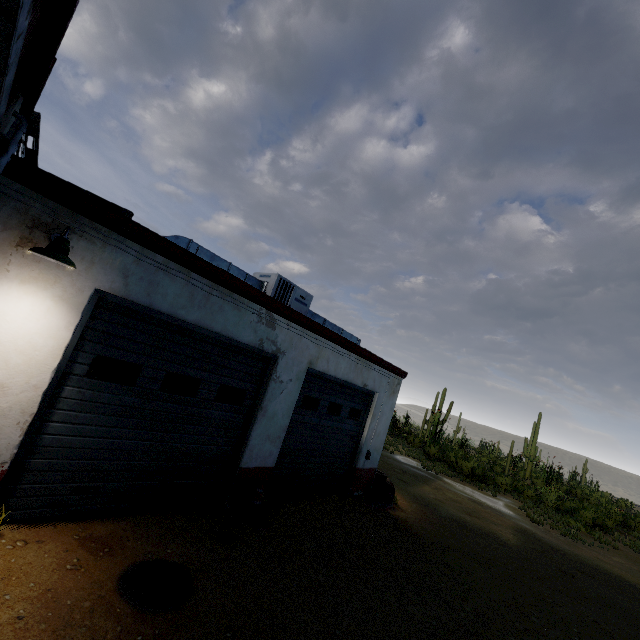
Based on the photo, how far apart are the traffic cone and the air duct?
3.94m

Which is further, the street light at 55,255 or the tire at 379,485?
the tire at 379,485

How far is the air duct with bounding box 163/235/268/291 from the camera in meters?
6.3 m

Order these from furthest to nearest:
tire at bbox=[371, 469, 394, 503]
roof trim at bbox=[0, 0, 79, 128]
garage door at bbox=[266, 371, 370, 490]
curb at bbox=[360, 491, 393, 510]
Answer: tire at bbox=[371, 469, 394, 503] < curb at bbox=[360, 491, 393, 510] < garage door at bbox=[266, 371, 370, 490] < roof trim at bbox=[0, 0, 79, 128]

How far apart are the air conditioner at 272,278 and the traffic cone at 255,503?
3.75m

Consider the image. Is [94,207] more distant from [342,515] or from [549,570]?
[549,570]

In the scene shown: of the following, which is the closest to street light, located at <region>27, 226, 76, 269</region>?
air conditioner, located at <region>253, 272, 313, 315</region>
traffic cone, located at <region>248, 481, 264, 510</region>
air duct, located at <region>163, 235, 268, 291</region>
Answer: air duct, located at <region>163, 235, 268, 291</region>

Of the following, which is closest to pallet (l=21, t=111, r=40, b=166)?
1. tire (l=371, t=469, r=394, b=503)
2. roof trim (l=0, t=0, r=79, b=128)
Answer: roof trim (l=0, t=0, r=79, b=128)
